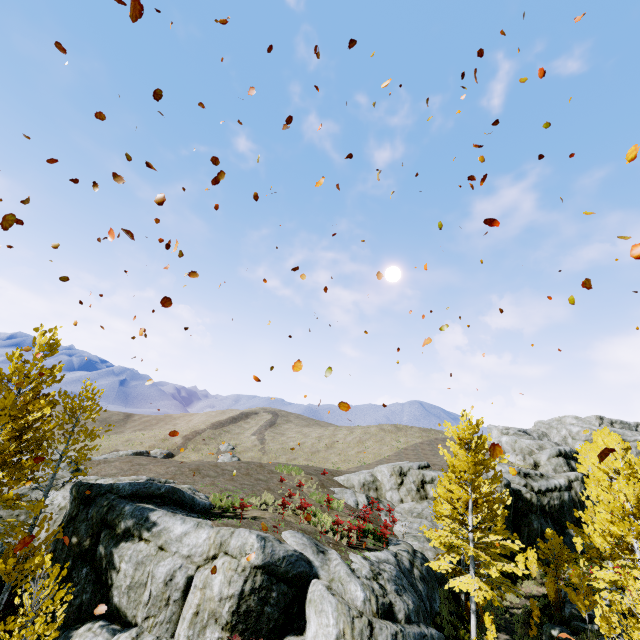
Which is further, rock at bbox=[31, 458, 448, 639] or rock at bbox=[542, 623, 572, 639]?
rock at bbox=[542, 623, 572, 639]

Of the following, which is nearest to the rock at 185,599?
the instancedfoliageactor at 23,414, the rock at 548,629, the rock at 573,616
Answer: the instancedfoliageactor at 23,414

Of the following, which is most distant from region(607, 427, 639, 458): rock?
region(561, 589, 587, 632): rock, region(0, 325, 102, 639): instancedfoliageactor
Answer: region(0, 325, 102, 639): instancedfoliageactor

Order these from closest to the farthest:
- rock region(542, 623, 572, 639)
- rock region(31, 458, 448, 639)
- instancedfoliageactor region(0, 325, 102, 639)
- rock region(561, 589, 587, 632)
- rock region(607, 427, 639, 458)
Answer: instancedfoliageactor region(0, 325, 102, 639) → rock region(31, 458, 448, 639) → rock region(542, 623, 572, 639) → rock region(561, 589, 587, 632) → rock region(607, 427, 639, 458)

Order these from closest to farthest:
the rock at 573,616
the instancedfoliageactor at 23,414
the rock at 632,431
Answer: the instancedfoliageactor at 23,414, the rock at 573,616, the rock at 632,431

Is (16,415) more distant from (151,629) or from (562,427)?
(562,427)

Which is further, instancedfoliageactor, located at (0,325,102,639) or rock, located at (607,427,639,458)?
rock, located at (607,427,639,458)

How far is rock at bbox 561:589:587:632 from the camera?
18.86m
